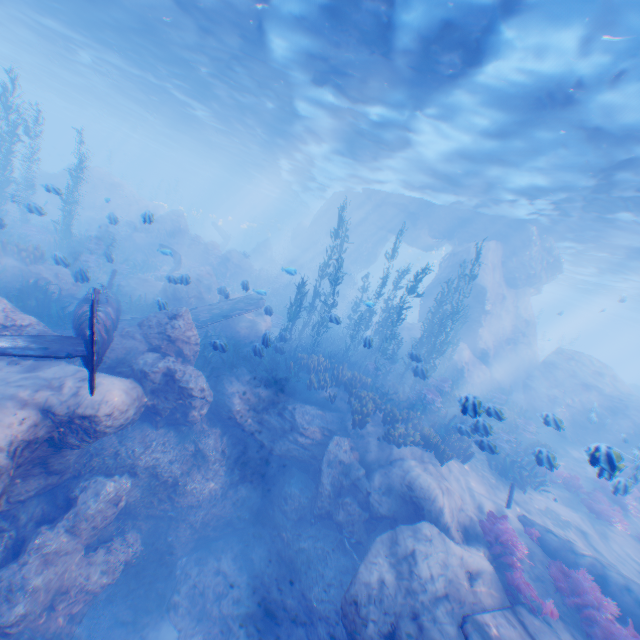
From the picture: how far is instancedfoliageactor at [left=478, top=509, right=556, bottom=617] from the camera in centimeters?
705cm

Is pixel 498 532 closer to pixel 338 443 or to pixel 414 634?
pixel 414 634

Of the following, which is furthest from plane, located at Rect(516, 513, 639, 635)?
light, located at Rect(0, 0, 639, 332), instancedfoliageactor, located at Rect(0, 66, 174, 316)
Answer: light, located at Rect(0, 0, 639, 332)

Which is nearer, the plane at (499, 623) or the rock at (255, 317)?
the plane at (499, 623)

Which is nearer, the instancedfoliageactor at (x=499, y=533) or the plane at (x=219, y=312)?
the instancedfoliageactor at (x=499, y=533)

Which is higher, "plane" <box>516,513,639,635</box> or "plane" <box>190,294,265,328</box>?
"plane" <box>190,294,265,328</box>
